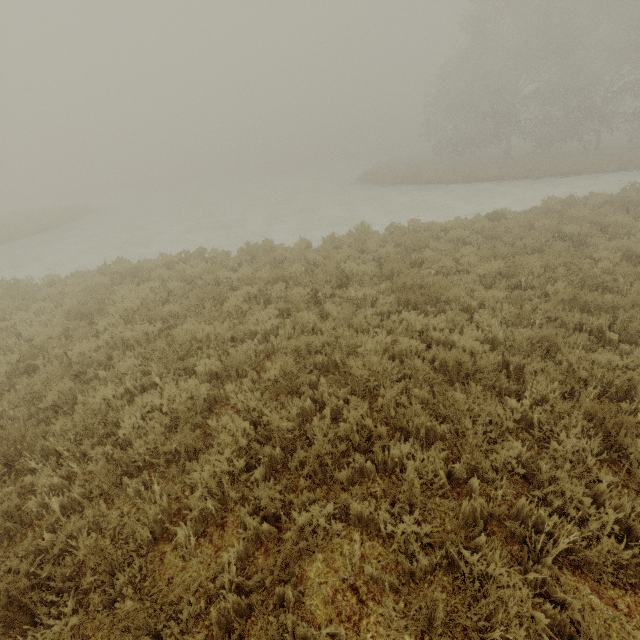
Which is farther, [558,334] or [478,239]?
[478,239]
